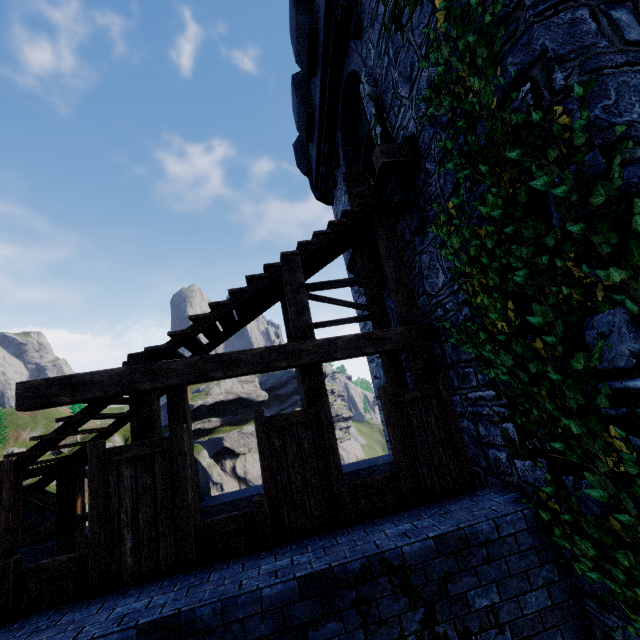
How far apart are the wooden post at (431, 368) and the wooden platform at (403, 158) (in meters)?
2.78

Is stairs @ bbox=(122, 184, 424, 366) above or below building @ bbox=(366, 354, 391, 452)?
above

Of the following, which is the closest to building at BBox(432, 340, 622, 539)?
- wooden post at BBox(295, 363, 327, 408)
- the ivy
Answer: the ivy

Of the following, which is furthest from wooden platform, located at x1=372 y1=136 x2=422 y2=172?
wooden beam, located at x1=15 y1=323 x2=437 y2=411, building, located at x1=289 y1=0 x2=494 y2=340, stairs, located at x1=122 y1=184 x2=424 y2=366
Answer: wooden beam, located at x1=15 y1=323 x2=437 y2=411

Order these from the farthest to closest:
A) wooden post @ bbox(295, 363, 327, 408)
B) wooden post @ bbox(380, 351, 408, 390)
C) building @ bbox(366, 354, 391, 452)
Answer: building @ bbox(366, 354, 391, 452), wooden post @ bbox(380, 351, 408, 390), wooden post @ bbox(295, 363, 327, 408)

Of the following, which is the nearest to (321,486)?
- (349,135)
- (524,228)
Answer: (524,228)

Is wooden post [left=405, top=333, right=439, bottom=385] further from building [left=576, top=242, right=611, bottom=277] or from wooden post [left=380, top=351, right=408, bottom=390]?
wooden post [left=380, top=351, right=408, bottom=390]

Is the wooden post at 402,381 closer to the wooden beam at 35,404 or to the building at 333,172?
the building at 333,172
